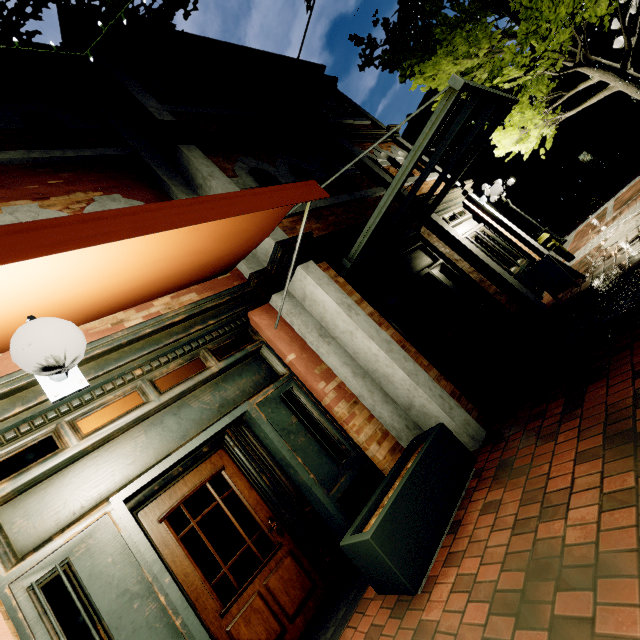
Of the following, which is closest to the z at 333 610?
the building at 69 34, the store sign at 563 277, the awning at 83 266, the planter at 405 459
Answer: the building at 69 34

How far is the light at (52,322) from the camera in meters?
1.6 m

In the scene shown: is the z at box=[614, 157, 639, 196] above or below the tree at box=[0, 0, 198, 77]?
below

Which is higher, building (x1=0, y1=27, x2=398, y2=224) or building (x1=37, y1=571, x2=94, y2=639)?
building (x1=0, y1=27, x2=398, y2=224)

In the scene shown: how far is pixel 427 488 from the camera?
2.82m

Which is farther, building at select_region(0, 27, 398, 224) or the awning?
building at select_region(0, 27, 398, 224)

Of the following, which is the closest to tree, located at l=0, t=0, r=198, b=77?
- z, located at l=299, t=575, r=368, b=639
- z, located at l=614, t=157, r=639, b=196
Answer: z, located at l=614, t=157, r=639, b=196

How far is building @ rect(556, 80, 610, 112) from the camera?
20.6 meters
